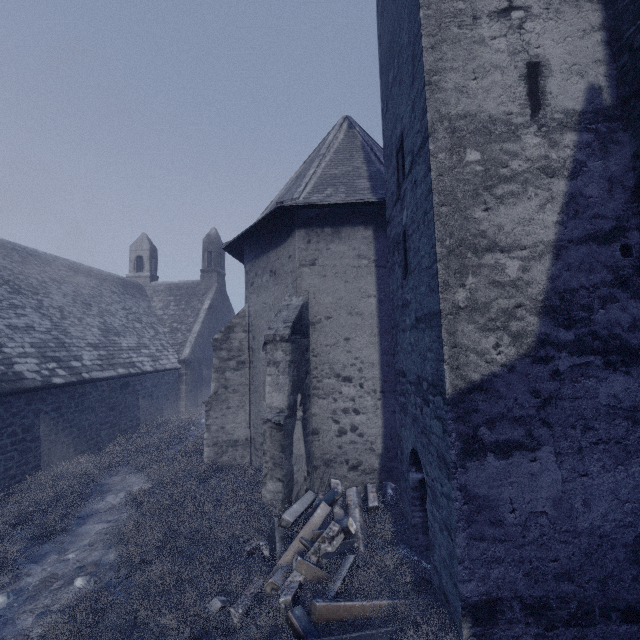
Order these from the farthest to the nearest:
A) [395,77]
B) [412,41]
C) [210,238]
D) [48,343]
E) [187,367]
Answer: [210,238] → [187,367] → [48,343] → [395,77] → [412,41]

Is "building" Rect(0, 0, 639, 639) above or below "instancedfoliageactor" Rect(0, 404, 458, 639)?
above

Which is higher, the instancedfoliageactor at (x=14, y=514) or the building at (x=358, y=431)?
the building at (x=358, y=431)
